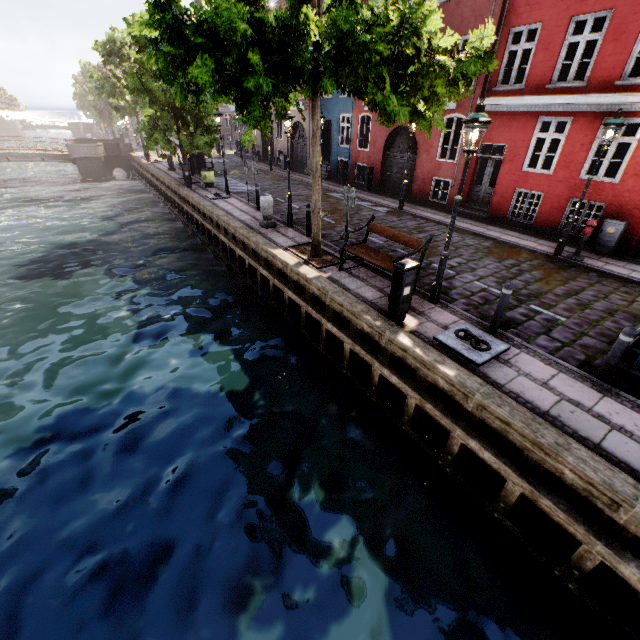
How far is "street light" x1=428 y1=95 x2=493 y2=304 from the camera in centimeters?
549cm

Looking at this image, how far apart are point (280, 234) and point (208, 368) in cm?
550

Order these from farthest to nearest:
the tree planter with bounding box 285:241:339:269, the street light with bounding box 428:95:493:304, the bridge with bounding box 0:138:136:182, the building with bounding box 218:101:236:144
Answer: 1. the building with bounding box 218:101:236:144
2. the bridge with bounding box 0:138:136:182
3. the tree planter with bounding box 285:241:339:269
4. the street light with bounding box 428:95:493:304

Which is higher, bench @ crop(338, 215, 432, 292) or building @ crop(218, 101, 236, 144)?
building @ crop(218, 101, 236, 144)

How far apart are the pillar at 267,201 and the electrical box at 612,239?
11.10m

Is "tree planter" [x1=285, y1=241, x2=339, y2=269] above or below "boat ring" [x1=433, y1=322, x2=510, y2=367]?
below

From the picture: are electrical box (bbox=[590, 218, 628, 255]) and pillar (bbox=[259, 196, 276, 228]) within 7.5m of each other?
no

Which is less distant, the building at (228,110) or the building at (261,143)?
the building at (261,143)
